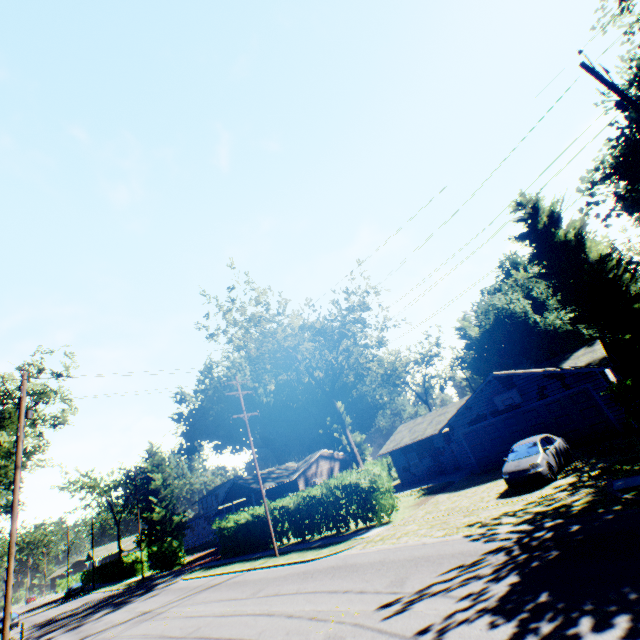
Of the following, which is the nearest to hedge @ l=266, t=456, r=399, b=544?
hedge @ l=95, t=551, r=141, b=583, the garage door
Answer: the garage door

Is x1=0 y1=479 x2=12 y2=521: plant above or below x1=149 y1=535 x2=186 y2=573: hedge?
above

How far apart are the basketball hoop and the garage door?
0.5m

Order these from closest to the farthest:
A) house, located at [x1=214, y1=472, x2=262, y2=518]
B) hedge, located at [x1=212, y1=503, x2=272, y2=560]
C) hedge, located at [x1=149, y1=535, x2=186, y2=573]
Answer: hedge, located at [x1=212, y1=503, x2=272, y2=560], hedge, located at [x1=149, y1=535, x2=186, y2=573], house, located at [x1=214, y1=472, x2=262, y2=518]

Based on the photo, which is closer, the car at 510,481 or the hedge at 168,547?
the car at 510,481

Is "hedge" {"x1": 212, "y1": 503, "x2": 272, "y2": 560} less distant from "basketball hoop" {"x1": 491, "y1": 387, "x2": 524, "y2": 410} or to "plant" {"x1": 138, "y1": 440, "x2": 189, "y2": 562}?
"basketball hoop" {"x1": 491, "y1": 387, "x2": 524, "y2": 410}

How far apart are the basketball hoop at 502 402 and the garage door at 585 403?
0.53m

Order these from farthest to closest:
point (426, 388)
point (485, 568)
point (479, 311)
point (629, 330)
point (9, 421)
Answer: point (479, 311) → point (426, 388) → point (629, 330) → point (9, 421) → point (485, 568)
